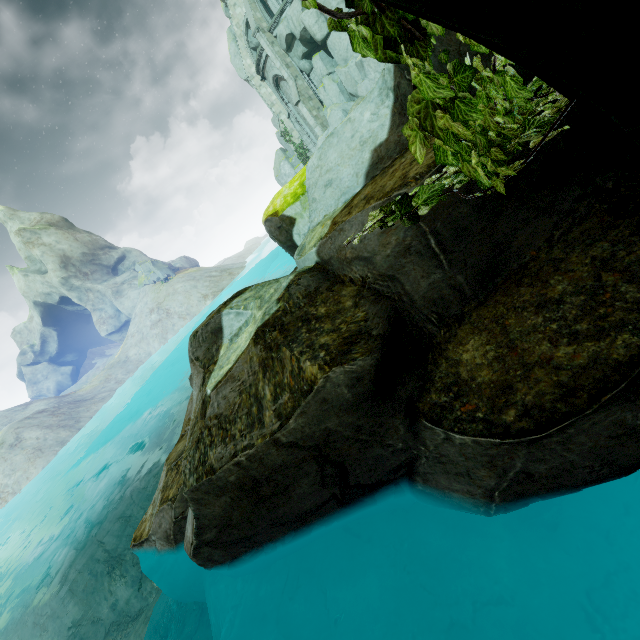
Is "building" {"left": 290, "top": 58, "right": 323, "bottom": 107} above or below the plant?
above

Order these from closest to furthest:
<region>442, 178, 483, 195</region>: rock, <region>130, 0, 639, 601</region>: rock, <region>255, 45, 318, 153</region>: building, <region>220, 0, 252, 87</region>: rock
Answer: <region>130, 0, 639, 601</region>: rock
<region>442, 178, 483, 195</region>: rock
<region>255, 45, 318, 153</region>: building
<region>220, 0, 252, 87</region>: rock

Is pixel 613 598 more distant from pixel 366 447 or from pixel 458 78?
pixel 458 78

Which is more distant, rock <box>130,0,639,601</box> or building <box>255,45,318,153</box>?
building <box>255,45,318,153</box>

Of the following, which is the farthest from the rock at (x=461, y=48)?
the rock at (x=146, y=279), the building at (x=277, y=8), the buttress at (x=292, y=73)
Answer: the rock at (x=146, y=279)

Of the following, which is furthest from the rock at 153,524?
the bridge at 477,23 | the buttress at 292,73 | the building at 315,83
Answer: the building at 315,83

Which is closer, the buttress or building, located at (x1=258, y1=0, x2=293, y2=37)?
building, located at (x1=258, y1=0, x2=293, y2=37)

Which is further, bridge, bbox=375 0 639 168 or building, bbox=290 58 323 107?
building, bbox=290 58 323 107
